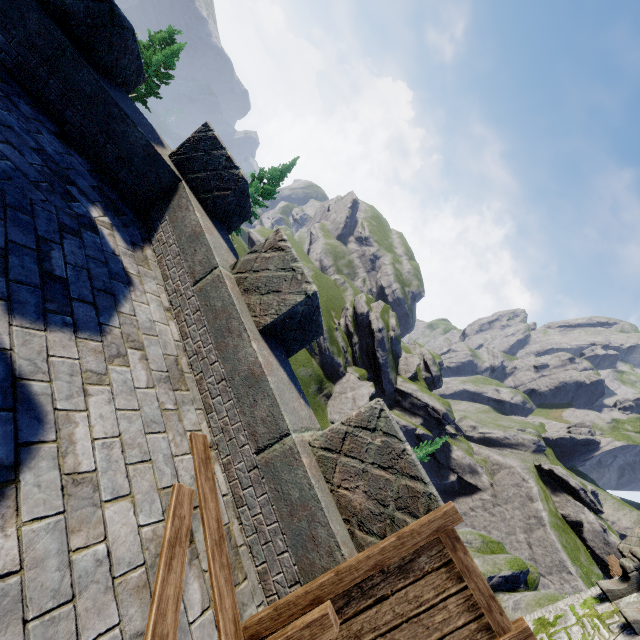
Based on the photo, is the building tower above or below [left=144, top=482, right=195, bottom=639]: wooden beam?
above

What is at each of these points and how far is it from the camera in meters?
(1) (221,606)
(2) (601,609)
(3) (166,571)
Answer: (1) wooden beam, 2.9
(2) building tower, 5.8
(3) wooden beam, 2.6

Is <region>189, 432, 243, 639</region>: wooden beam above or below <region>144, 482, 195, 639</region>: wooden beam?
above

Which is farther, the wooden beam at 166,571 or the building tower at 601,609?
the building tower at 601,609

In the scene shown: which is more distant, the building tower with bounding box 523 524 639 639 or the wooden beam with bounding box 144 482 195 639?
the building tower with bounding box 523 524 639 639
